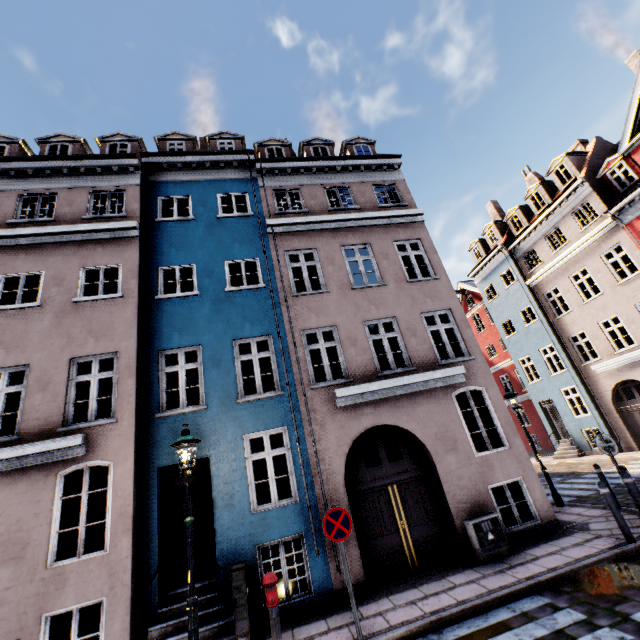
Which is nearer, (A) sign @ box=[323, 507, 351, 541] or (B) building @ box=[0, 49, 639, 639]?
(A) sign @ box=[323, 507, 351, 541]

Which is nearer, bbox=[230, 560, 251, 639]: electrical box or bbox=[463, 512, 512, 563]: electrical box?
bbox=[230, 560, 251, 639]: electrical box

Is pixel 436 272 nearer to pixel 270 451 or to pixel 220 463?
pixel 270 451

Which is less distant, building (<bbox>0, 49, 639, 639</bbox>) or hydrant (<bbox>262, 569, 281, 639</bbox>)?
hydrant (<bbox>262, 569, 281, 639</bbox>)

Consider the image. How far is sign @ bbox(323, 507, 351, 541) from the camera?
5.8m

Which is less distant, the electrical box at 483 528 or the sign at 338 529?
the sign at 338 529

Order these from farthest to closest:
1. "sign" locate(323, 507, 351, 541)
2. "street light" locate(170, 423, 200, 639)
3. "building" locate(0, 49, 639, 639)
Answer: "building" locate(0, 49, 639, 639)
"sign" locate(323, 507, 351, 541)
"street light" locate(170, 423, 200, 639)

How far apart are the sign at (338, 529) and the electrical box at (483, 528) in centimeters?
342cm
